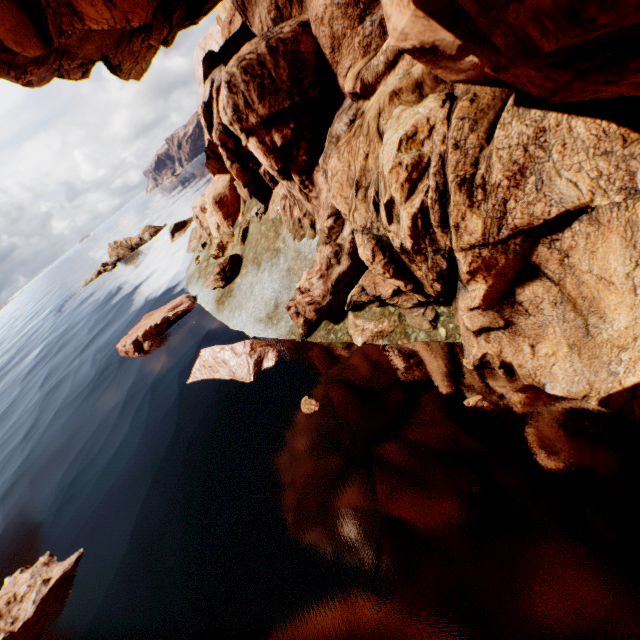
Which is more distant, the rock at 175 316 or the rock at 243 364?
the rock at 175 316

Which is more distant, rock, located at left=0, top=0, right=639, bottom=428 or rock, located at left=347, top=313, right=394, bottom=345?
rock, located at left=347, top=313, right=394, bottom=345

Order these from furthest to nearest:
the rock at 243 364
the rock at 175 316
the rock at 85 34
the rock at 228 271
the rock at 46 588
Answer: the rock at 175 316
the rock at 228 271
the rock at 243 364
the rock at 46 588
the rock at 85 34

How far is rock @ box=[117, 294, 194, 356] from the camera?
15.8m

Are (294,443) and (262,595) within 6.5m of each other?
yes
